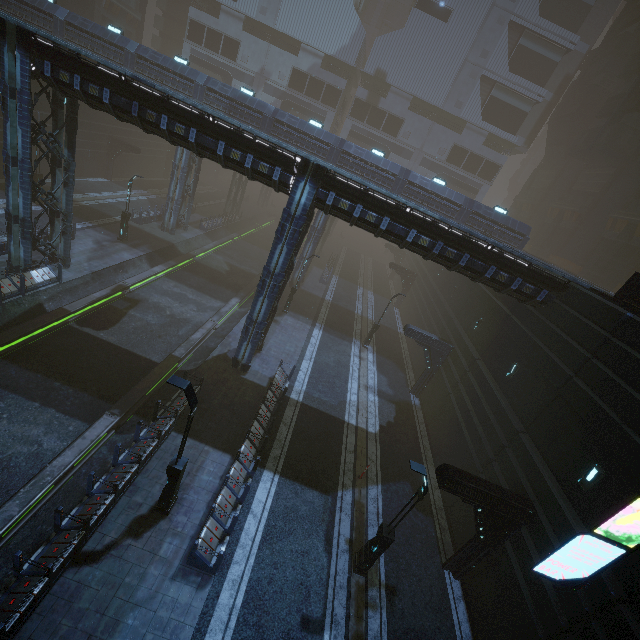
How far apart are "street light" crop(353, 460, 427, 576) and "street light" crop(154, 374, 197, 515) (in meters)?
6.67

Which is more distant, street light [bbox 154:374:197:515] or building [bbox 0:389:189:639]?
street light [bbox 154:374:197:515]

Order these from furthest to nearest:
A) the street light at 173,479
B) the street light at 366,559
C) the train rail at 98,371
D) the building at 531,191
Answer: the building at 531,191, the train rail at 98,371, the street light at 366,559, the street light at 173,479

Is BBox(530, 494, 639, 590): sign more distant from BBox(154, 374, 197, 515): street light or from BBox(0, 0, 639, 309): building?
BBox(154, 374, 197, 515): street light

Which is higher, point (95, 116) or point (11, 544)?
point (95, 116)

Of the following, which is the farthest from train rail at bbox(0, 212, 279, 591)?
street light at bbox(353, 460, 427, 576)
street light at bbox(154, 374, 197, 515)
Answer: street light at bbox(353, 460, 427, 576)

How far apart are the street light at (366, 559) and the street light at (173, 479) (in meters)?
6.67

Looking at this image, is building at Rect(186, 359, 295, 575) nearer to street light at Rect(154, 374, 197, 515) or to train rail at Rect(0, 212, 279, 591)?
train rail at Rect(0, 212, 279, 591)
